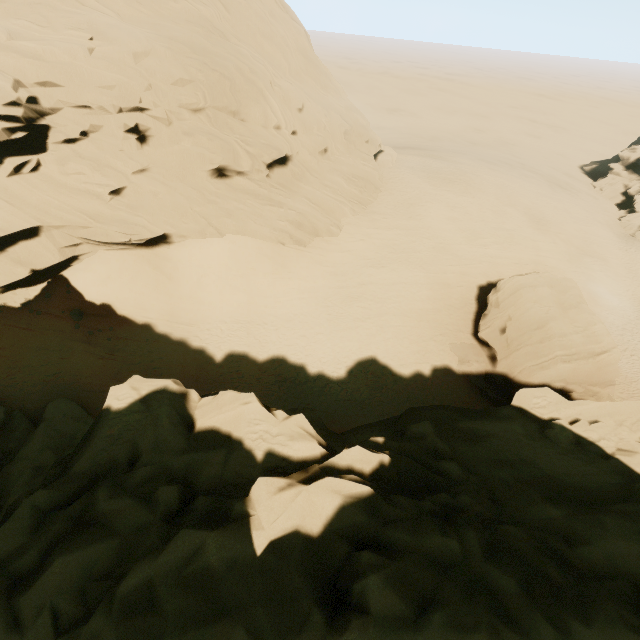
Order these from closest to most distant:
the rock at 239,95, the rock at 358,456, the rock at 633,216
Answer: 1. the rock at 358,456
2. the rock at 239,95
3. the rock at 633,216

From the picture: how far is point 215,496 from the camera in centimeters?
650cm

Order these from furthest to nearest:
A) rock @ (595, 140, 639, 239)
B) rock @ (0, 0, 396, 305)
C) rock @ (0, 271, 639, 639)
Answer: rock @ (595, 140, 639, 239) < rock @ (0, 0, 396, 305) < rock @ (0, 271, 639, 639)

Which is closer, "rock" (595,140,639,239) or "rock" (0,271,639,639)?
"rock" (0,271,639,639)

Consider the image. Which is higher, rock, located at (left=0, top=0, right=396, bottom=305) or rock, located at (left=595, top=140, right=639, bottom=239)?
rock, located at (left=0, top=0, right=396, bottom=305)

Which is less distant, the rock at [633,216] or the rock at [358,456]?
the rock at [358,456]
